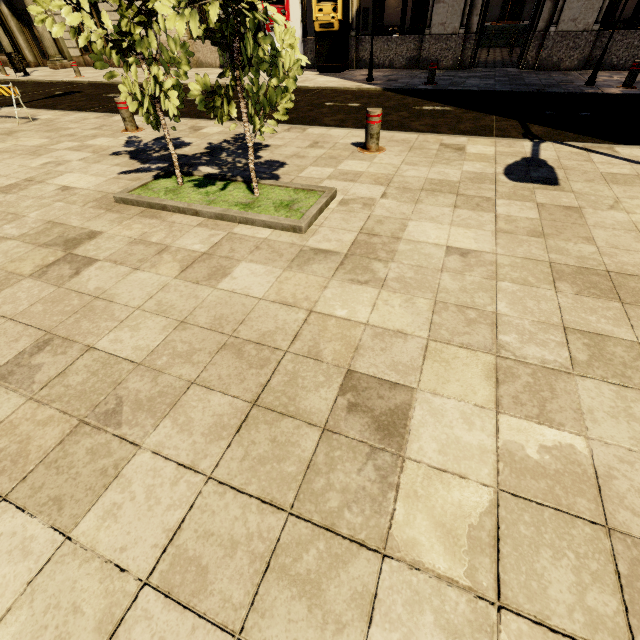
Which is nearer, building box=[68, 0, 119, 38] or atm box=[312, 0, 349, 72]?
atm box=[312, 0, 349, 72]

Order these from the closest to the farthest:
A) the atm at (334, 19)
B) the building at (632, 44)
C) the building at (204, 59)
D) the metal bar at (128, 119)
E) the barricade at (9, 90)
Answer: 1. the metal bar at (128, 119)
2. the barricade at (9, 90)
3. the building at (632, 44)
4. the atm at (334, 19)
5. the building at (204, 59)

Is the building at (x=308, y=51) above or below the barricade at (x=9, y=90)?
above

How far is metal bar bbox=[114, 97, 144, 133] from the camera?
6.2m

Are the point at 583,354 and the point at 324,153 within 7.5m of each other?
yes

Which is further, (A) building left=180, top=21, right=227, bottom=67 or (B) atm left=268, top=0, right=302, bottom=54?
(A) building left=180, top=21, right=227, bottom=67

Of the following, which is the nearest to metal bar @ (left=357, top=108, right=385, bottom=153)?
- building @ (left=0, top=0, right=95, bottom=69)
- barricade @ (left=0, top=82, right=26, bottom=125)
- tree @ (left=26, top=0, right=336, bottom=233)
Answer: tree @ (left=26, top=0, right=336, bottom=233)

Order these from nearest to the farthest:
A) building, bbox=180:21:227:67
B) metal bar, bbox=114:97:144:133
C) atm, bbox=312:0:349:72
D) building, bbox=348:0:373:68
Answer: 1. metal bar, bbox=114:97:144:133
2. atm, bbox=312:0:349:72
3. building, bbox=348:0:373:68
4. building, bbox=180:21:227:67
